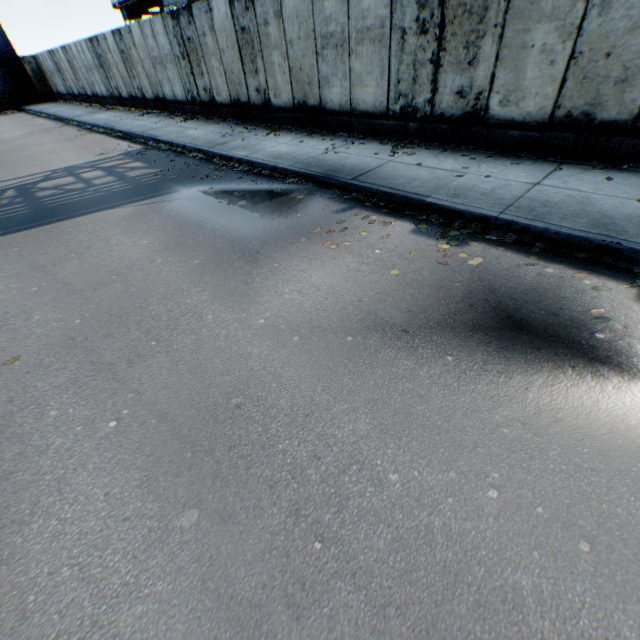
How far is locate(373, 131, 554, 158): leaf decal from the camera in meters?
6.3 m

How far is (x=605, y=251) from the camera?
A: 3.9 meters

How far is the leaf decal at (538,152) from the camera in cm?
625

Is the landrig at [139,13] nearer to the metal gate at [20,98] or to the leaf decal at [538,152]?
the metal gate at [20,98]

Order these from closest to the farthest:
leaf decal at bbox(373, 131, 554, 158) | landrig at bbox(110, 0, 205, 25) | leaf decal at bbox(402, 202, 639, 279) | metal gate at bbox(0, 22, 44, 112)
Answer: leaf decal at bbox(402, 202, 639, 279) < leaf decal at bbox(373, 131, 554, 158) < landrig at bbox(110, 0, 205, 25) < metal gate at bbox(0, 22, 44, 112)

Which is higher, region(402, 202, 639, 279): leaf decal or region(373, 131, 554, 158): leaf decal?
region(373, 131, 554, 158): leaf decal

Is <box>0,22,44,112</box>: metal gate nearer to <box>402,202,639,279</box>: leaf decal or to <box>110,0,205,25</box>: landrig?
<box>110,0,205,25</box>: landrig

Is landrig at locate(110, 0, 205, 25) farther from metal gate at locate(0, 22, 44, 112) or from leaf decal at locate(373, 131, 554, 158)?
leaf decal at locate(373, 131, 554, 158)
